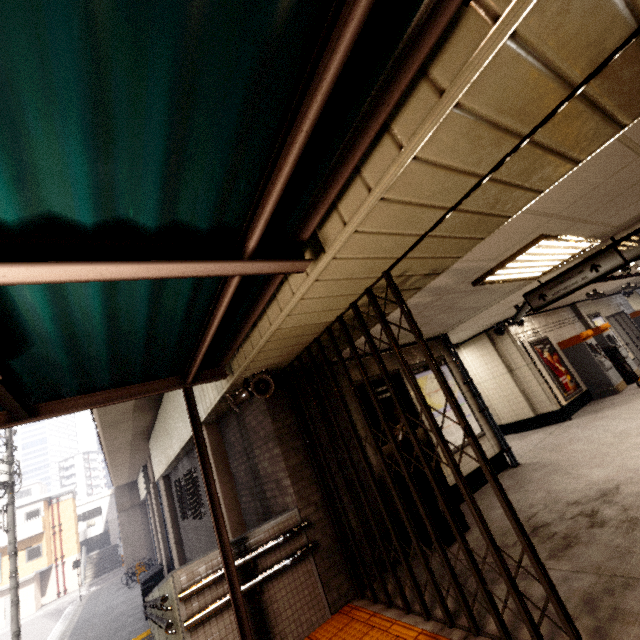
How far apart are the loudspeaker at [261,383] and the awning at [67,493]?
43.7 meters

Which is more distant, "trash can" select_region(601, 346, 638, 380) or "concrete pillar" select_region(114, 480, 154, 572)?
"concrete pillar" select_region(114, 480, 154, 572)

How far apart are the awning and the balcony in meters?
3.1 m

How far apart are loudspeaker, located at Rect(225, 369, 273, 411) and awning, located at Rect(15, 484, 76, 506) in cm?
4373

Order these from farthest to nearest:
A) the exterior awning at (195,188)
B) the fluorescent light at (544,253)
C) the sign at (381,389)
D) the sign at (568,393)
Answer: the sign at (568,393)
the sign at (381,389)
the fluorescent light at (544,253)
the exterior awning at (195,188)

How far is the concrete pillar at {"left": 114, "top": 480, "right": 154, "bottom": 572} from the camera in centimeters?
2723cm

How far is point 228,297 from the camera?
2.4 meters

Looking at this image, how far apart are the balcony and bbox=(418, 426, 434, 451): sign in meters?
40.6
